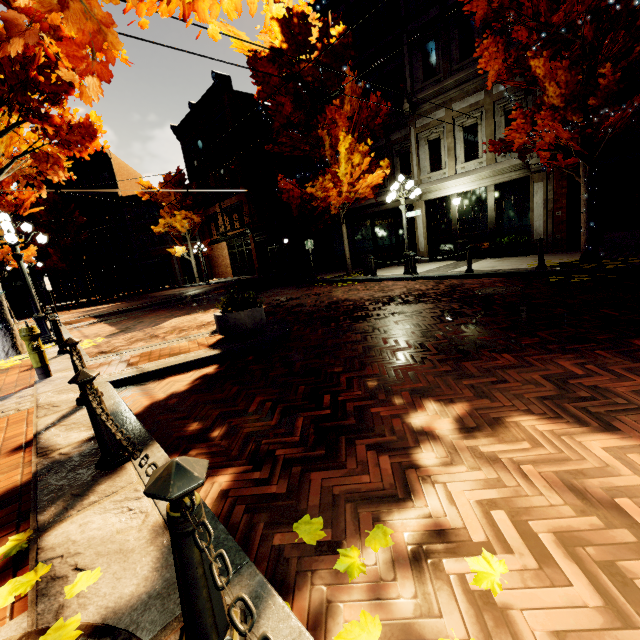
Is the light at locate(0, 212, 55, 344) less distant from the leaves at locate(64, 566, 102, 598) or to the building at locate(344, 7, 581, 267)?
the building at locate(344, 7, 581, 267)

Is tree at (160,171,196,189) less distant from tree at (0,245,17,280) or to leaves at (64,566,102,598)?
tree at (0,245,17,280)

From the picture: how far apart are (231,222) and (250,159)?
6.4m

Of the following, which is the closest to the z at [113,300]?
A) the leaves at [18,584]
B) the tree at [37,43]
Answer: the tree at [37,43]

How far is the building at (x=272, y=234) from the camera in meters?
22.6

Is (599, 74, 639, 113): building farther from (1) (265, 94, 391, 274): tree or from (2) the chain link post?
(2) the chain link post

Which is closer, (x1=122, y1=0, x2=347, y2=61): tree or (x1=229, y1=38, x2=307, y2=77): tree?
(x1=122, y1=0, x2=347, y2=61): tree
